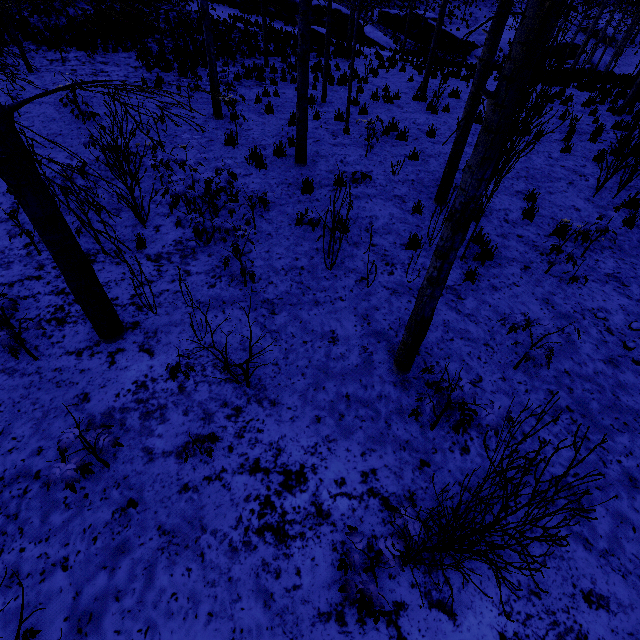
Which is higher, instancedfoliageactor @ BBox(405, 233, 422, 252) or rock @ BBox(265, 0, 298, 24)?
rock @ BBox(265, 0, 298, 24)

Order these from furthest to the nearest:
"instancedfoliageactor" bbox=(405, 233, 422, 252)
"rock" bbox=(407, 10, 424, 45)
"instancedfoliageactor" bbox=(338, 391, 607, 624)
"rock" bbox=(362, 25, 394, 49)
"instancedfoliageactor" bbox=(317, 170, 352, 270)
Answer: "rock" bbox=(407, 10, 424, 45), "rock" bbox=(362, 25, 394, 49), "instancedfoliageactor" bbox=(405, 233, 422, 252), "instancedfoliageactor" bbox=(317, 170, 352, 270), "instancedfoliageactor" bbox=(338, 391, 607, 624)

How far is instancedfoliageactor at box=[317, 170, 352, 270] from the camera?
4.6 meters

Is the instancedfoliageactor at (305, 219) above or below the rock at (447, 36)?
below

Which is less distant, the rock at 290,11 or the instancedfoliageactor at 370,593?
the instancedfoliageactor at 370,593

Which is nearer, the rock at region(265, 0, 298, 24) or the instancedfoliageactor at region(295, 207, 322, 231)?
the instancedfoliageactor at region(295, 207, 322, 231)

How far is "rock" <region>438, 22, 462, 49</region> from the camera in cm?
2830

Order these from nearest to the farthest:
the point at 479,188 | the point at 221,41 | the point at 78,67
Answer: the point at 479,188 → the point at 78,67 → the point at 221,41
